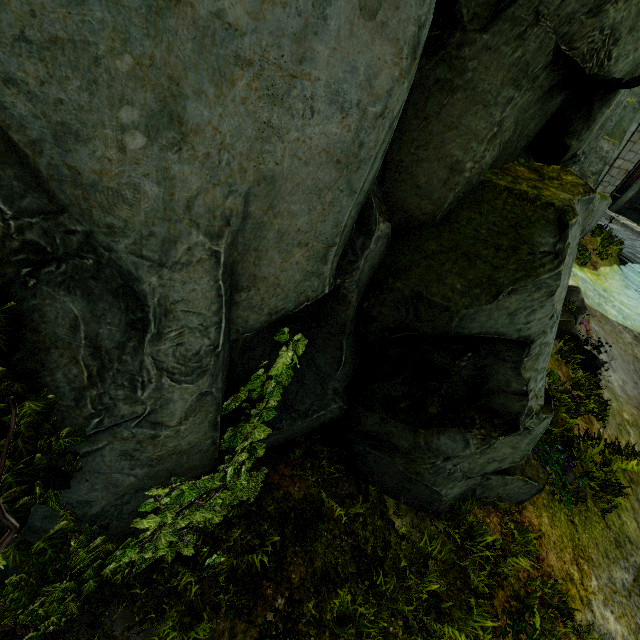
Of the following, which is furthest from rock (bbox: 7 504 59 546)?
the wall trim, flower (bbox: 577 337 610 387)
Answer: the wall trim

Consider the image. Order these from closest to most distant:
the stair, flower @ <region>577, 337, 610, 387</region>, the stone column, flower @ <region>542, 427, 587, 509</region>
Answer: flower @ <region>542, 427, 587, 509</region>, flower @ <region>577, 337, 610, 387</region>, the stair, the stone column

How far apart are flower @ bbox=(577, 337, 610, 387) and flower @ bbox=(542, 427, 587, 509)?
→ 2.9m

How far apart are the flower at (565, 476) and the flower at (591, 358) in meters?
2.9

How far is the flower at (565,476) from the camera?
5.6m

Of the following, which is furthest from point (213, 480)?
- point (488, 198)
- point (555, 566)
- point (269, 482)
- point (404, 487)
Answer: point (555, 566)

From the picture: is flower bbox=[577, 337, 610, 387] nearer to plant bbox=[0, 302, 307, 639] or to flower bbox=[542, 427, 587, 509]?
flower bbox=[542, 427, 587, 509]

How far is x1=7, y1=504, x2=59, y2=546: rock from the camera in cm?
277
